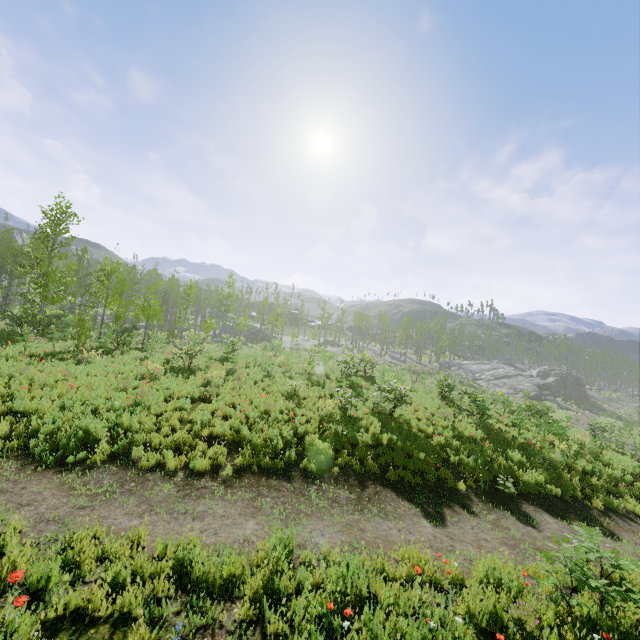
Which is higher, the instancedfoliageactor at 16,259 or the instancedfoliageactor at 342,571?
the instancedfoliageactor at 16,259

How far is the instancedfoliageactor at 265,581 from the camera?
4.2 meters

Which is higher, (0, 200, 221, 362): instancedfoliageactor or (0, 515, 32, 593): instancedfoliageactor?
(0, 200, 221, 362): instancedfoliageactor

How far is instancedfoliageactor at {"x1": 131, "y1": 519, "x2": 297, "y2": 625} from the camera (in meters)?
4.18

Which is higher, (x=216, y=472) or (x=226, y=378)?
(x=226, y=378)

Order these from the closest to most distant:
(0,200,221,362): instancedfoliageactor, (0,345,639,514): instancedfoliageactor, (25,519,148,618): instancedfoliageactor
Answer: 1. (25,519,148,618): instancedfoliageactor
2. (0,345,639,514): instancedfoliageactor
3. (0,200,221,362): instancedfoliageactor
